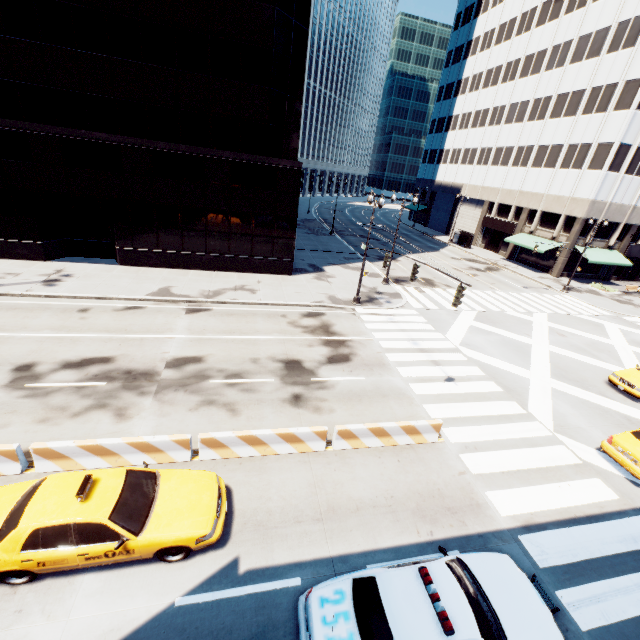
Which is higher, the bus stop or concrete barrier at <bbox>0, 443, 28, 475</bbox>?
the bus stop

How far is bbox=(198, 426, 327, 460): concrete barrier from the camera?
9.7m

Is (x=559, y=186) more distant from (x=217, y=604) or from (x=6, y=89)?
(x=6, y=89)

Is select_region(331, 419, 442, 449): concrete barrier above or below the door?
below

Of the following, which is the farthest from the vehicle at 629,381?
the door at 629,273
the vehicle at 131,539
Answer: the door at 629,273

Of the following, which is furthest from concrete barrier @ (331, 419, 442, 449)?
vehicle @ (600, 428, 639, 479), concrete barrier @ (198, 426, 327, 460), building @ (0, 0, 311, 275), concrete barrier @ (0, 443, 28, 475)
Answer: building @ (0, 0, 311, 275)

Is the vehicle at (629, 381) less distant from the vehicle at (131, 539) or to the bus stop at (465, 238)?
the vehicle at (131, 539)
